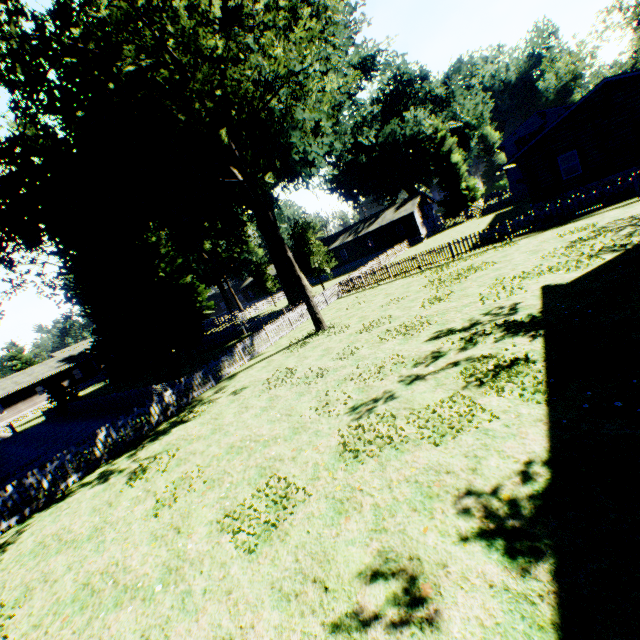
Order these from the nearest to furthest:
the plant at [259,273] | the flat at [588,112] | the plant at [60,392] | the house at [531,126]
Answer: the flat at [588,112]
the plant at [60,392]
the plant at [259,273]
the house at [531,126]

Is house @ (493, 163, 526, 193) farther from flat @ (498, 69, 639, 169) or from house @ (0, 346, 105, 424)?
house @ (0, 346, 105, 424)

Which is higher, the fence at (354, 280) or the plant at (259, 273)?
the plant at (259, 273)

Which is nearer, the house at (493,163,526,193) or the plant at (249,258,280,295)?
the house at (493,163,526,193)

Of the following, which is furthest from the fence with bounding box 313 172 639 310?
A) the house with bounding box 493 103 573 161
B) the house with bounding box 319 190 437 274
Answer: the house with bounding box 493 103 573 161

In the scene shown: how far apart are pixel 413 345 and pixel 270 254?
25.95m

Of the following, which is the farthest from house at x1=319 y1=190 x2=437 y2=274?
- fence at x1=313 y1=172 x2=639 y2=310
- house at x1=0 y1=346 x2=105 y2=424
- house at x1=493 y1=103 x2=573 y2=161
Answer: house at x1=0 y1=346 x2=105 y2=424

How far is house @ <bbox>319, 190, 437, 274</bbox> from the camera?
45.0m
